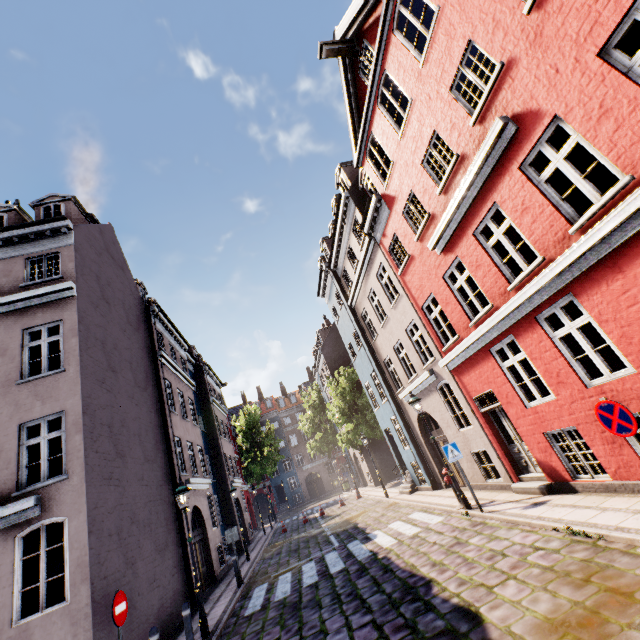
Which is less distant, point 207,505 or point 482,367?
point 482,367

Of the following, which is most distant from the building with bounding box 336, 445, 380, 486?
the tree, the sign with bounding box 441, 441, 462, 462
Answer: the tree

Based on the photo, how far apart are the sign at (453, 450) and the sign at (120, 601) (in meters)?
8.38

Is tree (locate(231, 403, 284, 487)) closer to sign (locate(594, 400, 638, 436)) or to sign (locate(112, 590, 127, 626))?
sign (locate(112, 590, 127, 626))

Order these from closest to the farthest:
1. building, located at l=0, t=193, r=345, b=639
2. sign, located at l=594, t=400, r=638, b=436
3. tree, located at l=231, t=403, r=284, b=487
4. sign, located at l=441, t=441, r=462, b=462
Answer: sign, located at l=594, t=400, r=638, b=436, building, located at l=0, t=193, r=345, b=639, sign, located at l=441, t=441, r=462, b=462, tree, located at l=231, t=403, r=284, b=487

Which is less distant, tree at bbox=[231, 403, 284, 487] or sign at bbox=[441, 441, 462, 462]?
sign at bbox=[441, 441, 462, 462]

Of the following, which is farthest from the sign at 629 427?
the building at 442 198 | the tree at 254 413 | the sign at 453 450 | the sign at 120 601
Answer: the tree at 254 413
